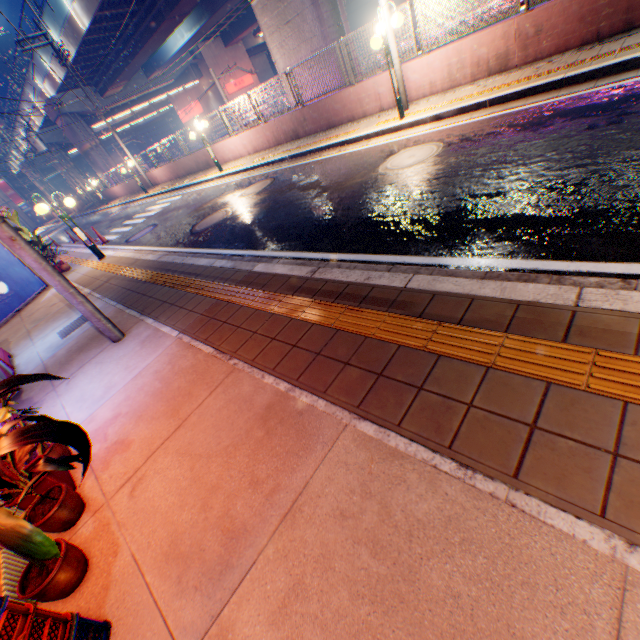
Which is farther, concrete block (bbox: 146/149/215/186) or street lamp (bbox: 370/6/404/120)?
concrete block (bbox: 146/149/215/186)

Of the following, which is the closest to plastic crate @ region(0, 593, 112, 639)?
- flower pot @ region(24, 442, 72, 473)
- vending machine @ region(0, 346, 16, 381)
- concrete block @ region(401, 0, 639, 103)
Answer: flower pot @ region(24, 442, 72, 473)

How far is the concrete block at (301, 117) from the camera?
10.28m

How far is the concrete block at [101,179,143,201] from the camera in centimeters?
2694cm

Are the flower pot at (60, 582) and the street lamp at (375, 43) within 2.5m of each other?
no

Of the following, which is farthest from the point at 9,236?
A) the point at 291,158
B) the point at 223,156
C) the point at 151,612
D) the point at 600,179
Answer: the point at 223,156

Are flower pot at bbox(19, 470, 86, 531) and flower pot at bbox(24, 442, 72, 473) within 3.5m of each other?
yes

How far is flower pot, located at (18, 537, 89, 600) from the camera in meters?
2.0 m
